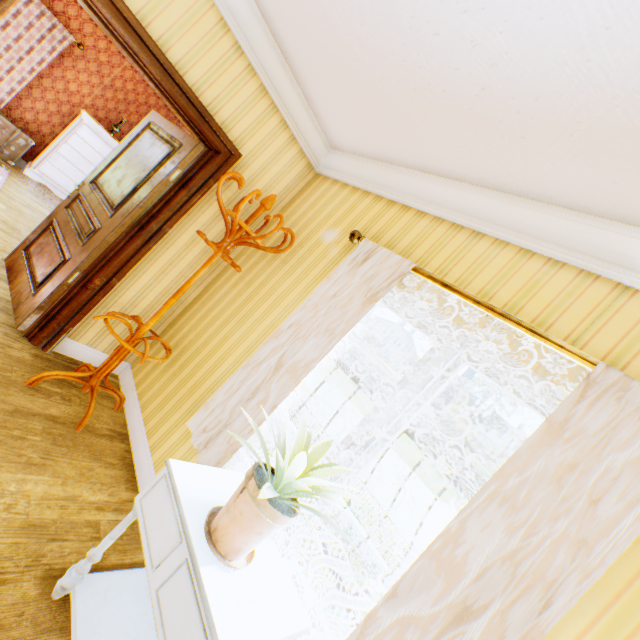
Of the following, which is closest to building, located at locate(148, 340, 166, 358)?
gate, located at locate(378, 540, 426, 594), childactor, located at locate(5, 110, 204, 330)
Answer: childactor, located at locate(5, 110, 204, 330)

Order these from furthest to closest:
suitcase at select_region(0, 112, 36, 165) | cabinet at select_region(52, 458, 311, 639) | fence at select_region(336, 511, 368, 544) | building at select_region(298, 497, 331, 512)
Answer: fence at select_region(336, 511, 368, 544), suitcase at select_region(0, 112, 36, 165), building at select_region(298, 497, 331, 512), cabinet at select_region(52, 458, 311, 639)

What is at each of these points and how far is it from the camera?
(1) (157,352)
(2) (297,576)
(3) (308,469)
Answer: (1) building, 3.2 meters
(2) building, 1.7 meters
(3) plant, 1.5 meters

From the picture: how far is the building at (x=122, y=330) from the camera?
3.1 meters

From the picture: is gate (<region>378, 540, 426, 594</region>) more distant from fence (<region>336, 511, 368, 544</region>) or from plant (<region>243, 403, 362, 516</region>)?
plant (<region>243, 403, 362, 516</region>)

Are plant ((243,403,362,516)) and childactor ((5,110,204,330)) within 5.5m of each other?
yes

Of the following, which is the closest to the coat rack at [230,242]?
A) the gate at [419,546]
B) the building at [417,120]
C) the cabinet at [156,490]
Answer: the building at [417,120]

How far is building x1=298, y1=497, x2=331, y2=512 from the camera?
1.8m
